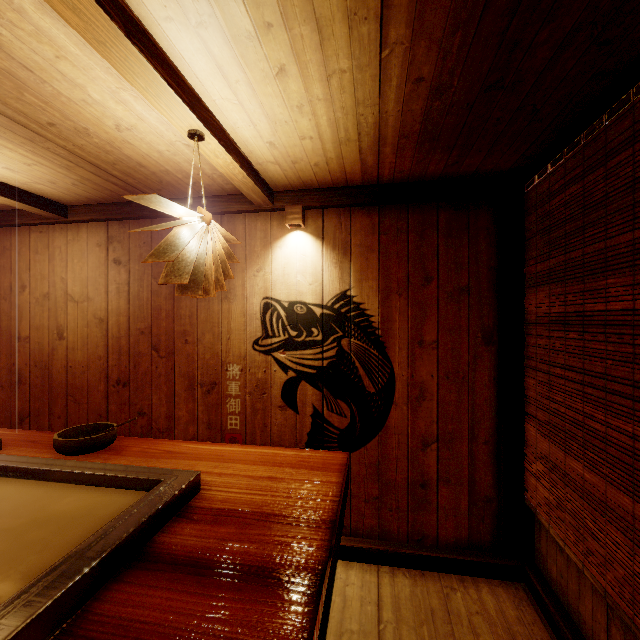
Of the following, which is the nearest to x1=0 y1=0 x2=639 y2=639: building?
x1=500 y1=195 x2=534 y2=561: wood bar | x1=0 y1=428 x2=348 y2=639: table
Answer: x1=500 y1=195 x2=534 y2=561: wood bar

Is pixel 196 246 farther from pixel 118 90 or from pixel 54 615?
pixel 54 615

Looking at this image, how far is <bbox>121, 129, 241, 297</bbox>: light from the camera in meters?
2.4 m

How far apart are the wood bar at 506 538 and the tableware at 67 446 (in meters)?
4.54

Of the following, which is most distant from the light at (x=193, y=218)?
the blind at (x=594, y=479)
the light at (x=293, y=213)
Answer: the blind at (x=594, y=479)

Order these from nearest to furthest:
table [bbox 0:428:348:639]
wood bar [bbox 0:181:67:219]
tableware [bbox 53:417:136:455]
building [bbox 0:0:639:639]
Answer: table [bbox 0:428:348:639], building [bbox 0:0:639:639], tableware [bbox 53:417:136:455], wood bar [bbox 0:181:67:219]

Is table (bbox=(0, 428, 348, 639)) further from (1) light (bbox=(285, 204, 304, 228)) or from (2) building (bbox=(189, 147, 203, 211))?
(1) light (bbox=(285, 204, 304, 228))

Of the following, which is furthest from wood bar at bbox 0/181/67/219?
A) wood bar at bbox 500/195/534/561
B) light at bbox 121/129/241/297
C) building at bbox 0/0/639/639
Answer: wood bar at bbox 500/195/534/561
